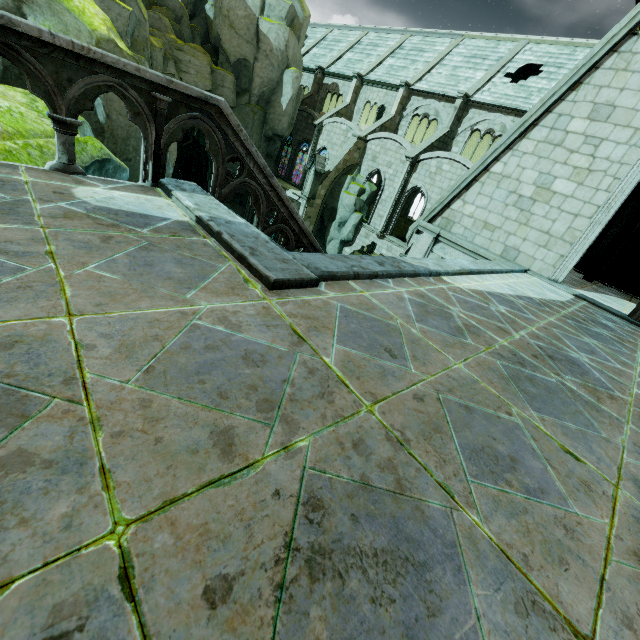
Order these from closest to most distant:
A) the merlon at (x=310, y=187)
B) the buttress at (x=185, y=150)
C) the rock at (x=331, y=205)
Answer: the merlon at (x=310, y=187), the rock at (x=331, y=205), the buttress at (x=185, y=150)

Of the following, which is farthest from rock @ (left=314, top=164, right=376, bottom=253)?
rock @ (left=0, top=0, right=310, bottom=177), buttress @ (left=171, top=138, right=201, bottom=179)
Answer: buttress @ (left=171, top=138, right=201, bottom=179)

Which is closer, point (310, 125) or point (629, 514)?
point (629, 514)

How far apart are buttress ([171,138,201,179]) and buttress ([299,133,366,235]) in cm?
2324

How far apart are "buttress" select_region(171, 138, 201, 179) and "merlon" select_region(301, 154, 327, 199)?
23.1 meters

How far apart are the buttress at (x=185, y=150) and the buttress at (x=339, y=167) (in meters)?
23.24

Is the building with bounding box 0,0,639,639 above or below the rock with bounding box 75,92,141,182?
above

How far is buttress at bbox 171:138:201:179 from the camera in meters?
41.2
